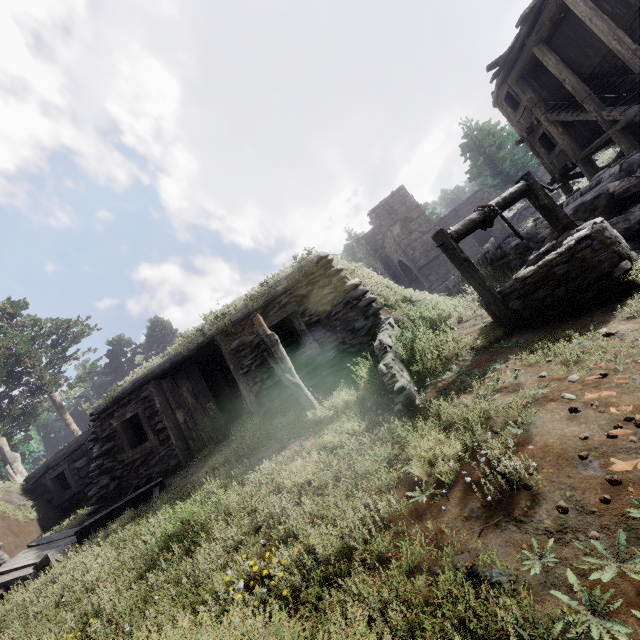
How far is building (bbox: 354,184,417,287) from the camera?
29.8m

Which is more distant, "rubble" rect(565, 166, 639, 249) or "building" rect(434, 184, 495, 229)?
"building" rect(434, 184, 495, 229)

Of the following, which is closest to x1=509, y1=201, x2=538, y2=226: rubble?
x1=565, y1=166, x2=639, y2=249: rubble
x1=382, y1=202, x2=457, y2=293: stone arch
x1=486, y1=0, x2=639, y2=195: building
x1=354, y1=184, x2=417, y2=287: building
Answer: x1=354, y1=184, x2=417, y2=287: building

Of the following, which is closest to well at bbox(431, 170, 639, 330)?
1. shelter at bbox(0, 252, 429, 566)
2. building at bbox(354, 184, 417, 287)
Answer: shelter at bbox(0, 252, 429, 566)

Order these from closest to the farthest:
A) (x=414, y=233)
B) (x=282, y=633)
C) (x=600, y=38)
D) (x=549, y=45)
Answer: (x=282, y=633) → (x=600, y=38) → (x=549, y=45) → (x=414, y=233)

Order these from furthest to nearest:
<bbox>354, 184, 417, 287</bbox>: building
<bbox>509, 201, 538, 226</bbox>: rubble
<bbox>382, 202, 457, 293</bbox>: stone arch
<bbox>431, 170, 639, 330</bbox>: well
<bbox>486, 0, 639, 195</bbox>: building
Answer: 1. <bbox>354, 184, 417, 287</bbox>: building
2. <bbox>509, 201, 538, 226</bbox>: rubble
3. <bbox>382, 202, 457, 293</bbox>: stone arch
4. <bbox>486, 0, 639, 195</bbox>: building
5. <bbox>431, 170, 639, 330</bbox>: well

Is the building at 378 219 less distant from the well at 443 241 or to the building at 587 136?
the building at 587 136

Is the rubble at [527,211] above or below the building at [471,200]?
below
